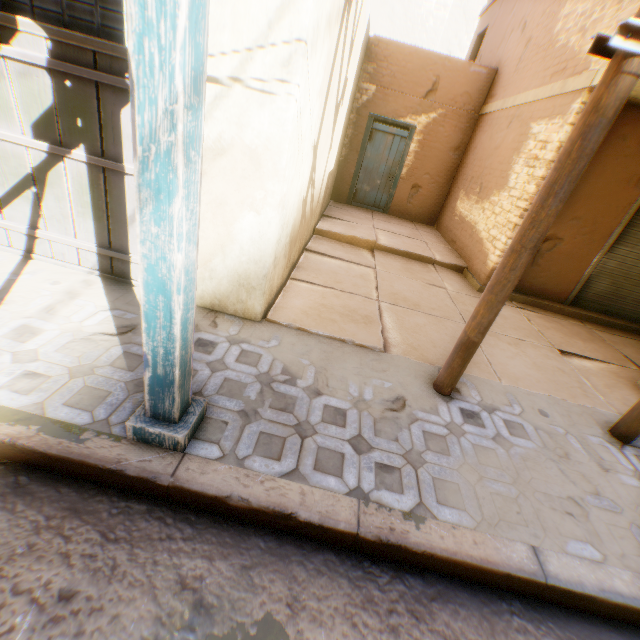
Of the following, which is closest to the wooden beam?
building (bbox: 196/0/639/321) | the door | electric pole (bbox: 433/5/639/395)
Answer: building (bbox: 196/0/639/321)

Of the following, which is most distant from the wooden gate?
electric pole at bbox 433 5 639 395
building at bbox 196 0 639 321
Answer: electric pole at bbox 433 5 639 395

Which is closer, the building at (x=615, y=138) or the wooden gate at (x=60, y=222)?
the wooden gate at (x=60, y=222)

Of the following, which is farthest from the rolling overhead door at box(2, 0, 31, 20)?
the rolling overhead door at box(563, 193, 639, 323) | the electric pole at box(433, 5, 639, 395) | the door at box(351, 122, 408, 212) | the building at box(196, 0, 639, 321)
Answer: the door at box(351, 122, 408, 212)

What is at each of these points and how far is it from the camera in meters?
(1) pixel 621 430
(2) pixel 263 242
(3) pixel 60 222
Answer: (1) electric pole, 3.1 m
(2) building, 3.0 m
(3) wooden gate, 3.2 m

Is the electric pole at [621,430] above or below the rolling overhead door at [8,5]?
below

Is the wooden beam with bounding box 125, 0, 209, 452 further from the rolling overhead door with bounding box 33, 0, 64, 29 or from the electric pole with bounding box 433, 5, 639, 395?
the electric pole with bounding box 433, 5, 639, 395

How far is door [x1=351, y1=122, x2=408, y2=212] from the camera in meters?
9.3
